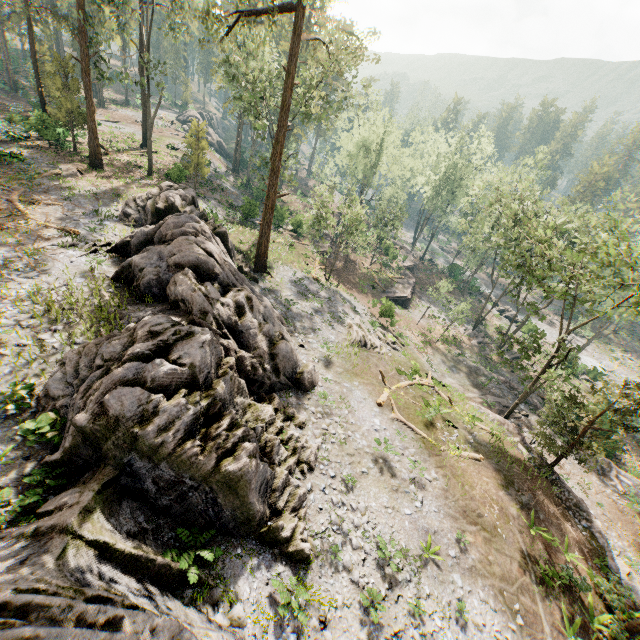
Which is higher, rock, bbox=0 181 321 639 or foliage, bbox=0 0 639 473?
foliage, bbox=0 0 639 473

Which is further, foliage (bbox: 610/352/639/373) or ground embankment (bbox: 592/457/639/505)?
foliage (bbox: 610/352/639/373)

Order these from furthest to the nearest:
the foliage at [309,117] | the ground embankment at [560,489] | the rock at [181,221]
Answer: the foliage at [309,117] < the ground embankment at [560,489] < the rock at [181,221]

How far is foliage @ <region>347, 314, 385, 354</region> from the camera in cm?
2530

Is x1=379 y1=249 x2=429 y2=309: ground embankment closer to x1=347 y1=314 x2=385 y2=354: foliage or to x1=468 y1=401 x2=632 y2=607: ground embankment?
x1=347 y1=314 x2=385 y2=354: foliage

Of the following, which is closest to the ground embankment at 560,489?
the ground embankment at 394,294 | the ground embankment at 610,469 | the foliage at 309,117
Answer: the foliage at 309,117

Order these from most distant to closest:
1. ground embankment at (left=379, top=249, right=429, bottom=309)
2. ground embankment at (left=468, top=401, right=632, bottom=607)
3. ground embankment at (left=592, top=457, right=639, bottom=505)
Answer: ground embankment at (left=379, top=249, right=429, bottom=309)
ground embankment at (left=592, top=457, right=639, bottom=505)
ground embankment at (left=468, top=401, right=632, bottom=607)

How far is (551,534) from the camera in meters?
16.9 m
